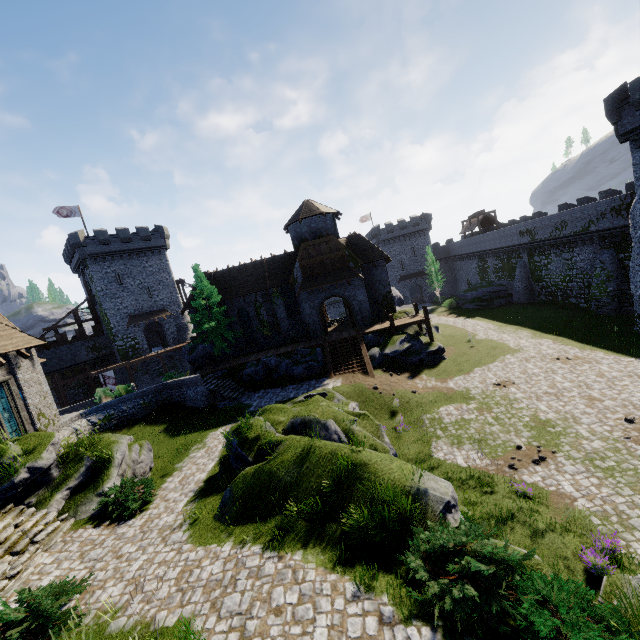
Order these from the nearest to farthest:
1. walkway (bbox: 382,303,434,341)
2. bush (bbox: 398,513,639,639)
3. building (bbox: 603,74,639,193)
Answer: bush (bbox: 398,513,639,639)
building (bbox: 603,74,639,193)
walkway (bbox: 382,303,434,341)

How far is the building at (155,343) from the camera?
48.1 meters

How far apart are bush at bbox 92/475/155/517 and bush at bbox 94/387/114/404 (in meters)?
19.61

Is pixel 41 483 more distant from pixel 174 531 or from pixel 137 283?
pixel 137 283

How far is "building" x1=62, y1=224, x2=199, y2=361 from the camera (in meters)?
40.88

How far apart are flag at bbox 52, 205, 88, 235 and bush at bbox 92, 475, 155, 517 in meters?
39.9

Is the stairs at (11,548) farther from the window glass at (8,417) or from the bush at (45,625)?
the window glass at (8,417)

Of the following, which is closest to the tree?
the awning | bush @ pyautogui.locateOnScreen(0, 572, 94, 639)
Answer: the awning
